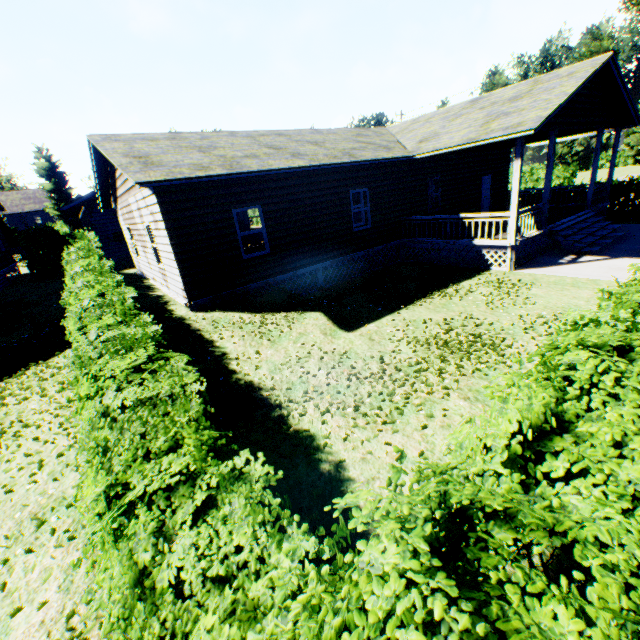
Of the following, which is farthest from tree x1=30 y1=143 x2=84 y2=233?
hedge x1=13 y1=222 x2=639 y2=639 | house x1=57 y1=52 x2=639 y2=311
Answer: hedge x1=13 y1=222 x2=639 y2=639

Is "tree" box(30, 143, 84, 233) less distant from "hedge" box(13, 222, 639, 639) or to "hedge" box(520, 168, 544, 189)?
"hedge" box(13, 222, 639, 639)

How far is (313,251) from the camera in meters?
12.3 m

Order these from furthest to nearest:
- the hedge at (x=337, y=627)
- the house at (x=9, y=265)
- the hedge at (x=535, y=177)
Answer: the hedge at (x=535, y=177)
the house at (x=9, y=265)
the hedge at (x=337, y=627)

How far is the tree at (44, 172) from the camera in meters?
38.6 m

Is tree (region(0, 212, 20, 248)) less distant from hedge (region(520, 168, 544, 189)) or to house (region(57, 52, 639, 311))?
house (region(57, 52, 639, 311))
